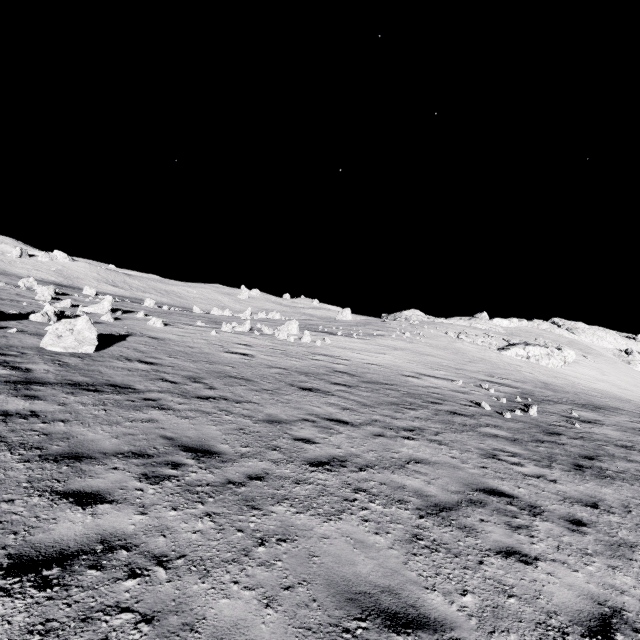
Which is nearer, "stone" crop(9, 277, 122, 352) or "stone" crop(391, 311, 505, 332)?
"stone" crop(9, 277, 122, 352)

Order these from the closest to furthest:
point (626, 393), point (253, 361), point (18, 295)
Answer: point (253, 361)
point (18, 295)
point (626, 393)

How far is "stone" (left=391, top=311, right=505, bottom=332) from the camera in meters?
56.2 m

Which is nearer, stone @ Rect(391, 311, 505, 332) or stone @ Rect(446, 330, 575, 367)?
stone @ Rect(446, 330, 575, 367)

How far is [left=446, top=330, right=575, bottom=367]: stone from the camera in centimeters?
4091cm

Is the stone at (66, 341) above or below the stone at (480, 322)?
below

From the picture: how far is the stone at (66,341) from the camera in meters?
11.1 m

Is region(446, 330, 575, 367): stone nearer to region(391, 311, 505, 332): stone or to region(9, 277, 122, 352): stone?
region(391, 311, 505, 332): stone
